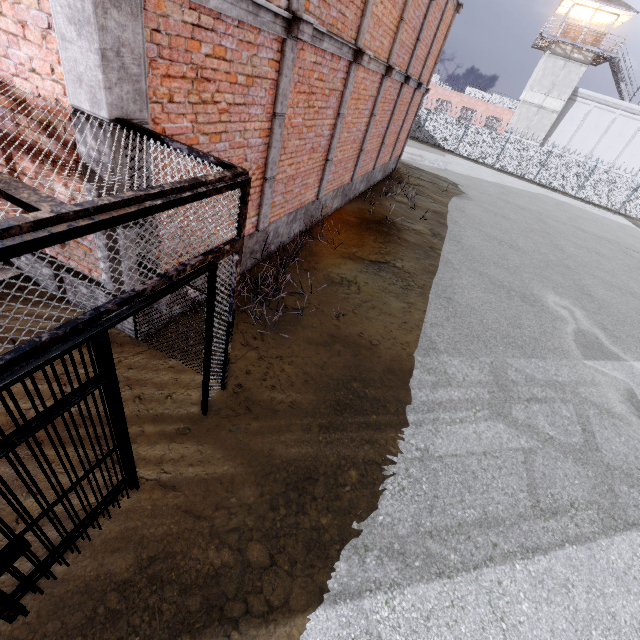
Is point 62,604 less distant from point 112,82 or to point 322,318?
point 112,82

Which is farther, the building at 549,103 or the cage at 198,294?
the building at 549,103

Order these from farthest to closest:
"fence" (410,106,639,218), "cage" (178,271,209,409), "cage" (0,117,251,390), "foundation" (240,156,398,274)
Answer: "fence" (410,106,639,218), "foundation" (240,156,398,274), "cage" (178,271,209,409), "cage" (0,117,251,390)

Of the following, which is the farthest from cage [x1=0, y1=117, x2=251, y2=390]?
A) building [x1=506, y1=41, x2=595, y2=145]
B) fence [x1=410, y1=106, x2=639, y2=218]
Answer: building [x1=506, y1=41, x2=595, y2=145]

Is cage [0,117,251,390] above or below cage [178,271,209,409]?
above

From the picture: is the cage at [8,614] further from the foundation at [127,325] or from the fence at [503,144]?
the fence at [503,144]

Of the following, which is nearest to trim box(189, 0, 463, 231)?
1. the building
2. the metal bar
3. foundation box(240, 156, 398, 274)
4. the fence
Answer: foundation box(240, 156, 398, 274)
